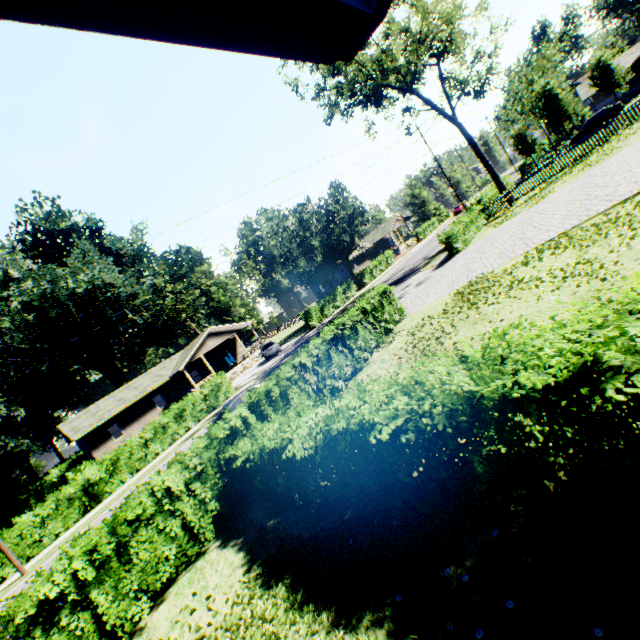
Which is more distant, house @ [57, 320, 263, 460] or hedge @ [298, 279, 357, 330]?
hedge @ [298, 279, 357, 330]

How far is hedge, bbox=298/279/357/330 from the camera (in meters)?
34.83

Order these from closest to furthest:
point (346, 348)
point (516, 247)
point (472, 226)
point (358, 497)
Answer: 1. point (358, 497)
2. point (516, 247)
3. point (346, 348)
4. point (472, 226)

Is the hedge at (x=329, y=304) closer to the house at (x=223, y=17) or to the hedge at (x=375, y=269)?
the hedge at (x=375, y=269)

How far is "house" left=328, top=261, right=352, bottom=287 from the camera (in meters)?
56.66

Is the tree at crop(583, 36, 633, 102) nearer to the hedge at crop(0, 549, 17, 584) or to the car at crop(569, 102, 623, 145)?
the car at crop(569, 102, 623, 145)

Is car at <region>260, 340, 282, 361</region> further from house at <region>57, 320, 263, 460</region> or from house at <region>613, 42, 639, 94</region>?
house at <region>613, 42, 639, 94</region>

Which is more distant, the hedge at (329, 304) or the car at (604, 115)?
the hedge at (329, 304)
